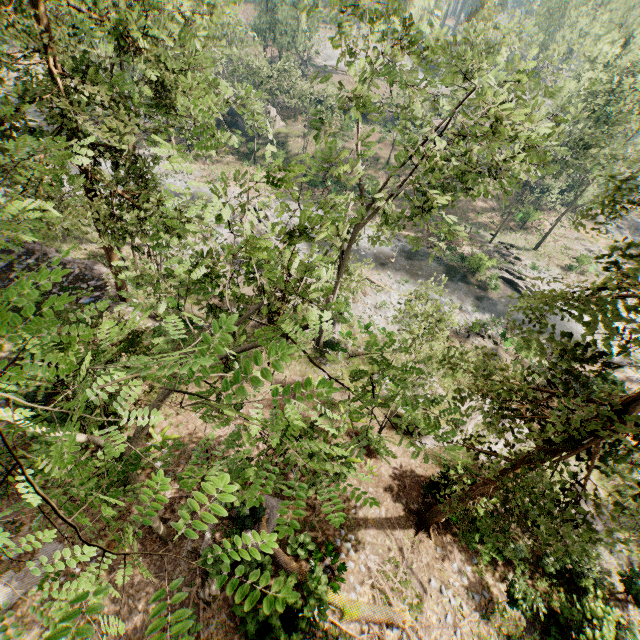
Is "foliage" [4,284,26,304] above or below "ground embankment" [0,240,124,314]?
above

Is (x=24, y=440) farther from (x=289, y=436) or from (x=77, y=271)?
(x=289, y=436)

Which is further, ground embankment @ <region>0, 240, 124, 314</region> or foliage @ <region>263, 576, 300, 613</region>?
ground embankment @ <region>0, 240, 124, 314</region>

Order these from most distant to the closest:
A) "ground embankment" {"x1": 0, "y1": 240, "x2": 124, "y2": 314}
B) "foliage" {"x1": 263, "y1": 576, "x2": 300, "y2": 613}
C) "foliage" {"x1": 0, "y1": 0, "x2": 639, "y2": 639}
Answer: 1. "ground embankment" {"x1": 0, "y1": 240, "x2": 124, "y2": 314}
2. "foliage" {"x1": 0, "y1": 0, "x2": 639, "y2": 639}
3. "foliage" {"x1": 263, "y1": 576, "x2": 300, "y2": 613}

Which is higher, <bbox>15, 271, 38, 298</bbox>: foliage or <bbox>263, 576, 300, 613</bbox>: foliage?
<bbox>15, 271, 38, 298</bbox>: foliage

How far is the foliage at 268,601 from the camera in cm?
102

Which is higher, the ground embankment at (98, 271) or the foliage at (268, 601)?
the foliage at (268, 601)
